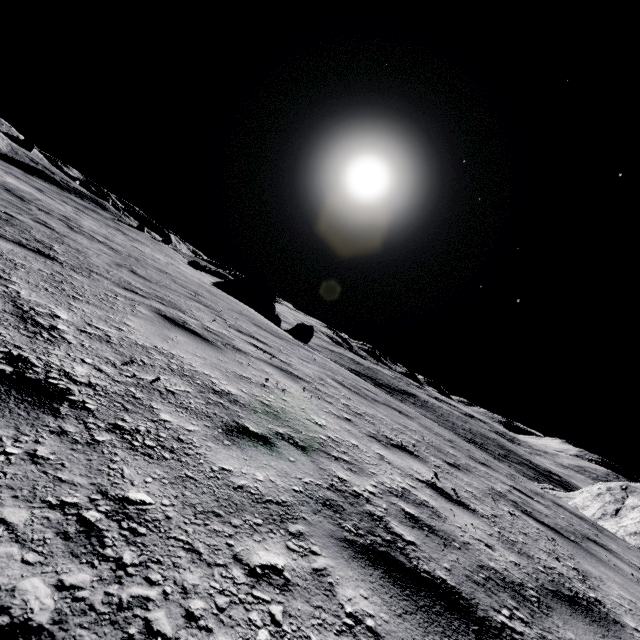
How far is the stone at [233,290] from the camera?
27.4m

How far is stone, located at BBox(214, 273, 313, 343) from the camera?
27.4m

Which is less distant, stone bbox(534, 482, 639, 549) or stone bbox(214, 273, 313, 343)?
stone bbox(534, 482, 639, 549)

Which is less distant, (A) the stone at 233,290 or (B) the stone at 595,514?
(B) the stone at 595,514

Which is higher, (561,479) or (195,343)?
(195,343)
